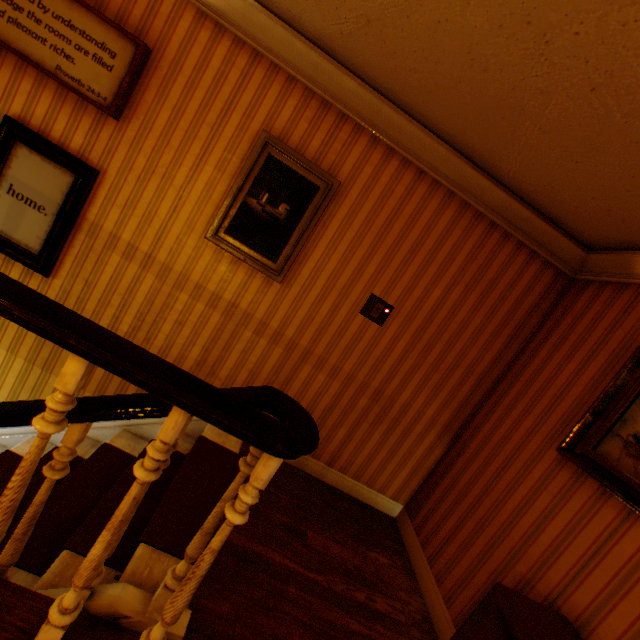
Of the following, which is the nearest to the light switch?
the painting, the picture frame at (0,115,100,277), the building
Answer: the building

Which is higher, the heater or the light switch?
the light switch

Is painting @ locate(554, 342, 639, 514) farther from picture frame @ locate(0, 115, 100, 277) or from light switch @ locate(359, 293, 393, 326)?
picture frame @ locate(0, 115, 100, 277)

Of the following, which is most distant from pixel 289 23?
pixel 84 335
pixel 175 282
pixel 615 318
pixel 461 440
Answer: pixel 461 440

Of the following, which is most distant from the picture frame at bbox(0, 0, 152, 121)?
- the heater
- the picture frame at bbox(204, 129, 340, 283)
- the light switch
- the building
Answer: the heater

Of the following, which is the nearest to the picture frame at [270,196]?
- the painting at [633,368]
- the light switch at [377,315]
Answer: the light switch at [377,315]

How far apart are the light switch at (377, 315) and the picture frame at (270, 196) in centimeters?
74cm

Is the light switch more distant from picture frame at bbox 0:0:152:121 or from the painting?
picture frame at bbox 0:0:152:121
